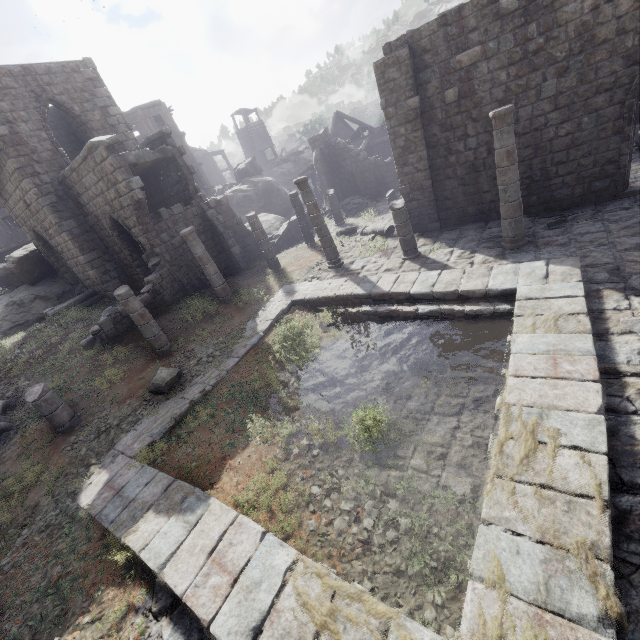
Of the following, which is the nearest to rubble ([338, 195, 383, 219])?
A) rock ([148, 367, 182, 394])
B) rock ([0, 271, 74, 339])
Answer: rock ([148, 367, 182, 394])

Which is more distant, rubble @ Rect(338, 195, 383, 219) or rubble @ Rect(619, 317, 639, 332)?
rubble @ Rect(338, 195, 383, 219)

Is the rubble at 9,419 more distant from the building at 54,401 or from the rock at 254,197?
the rock at 254,197

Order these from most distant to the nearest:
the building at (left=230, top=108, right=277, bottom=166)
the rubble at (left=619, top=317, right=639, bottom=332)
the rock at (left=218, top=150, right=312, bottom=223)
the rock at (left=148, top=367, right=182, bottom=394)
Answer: the building at (left=230, top=108, right=277, bottom=166), the rock at (left=218, top=150, right=312, bottom=223), the rock at (left=148, top=367, right=182, bottom=394), the rubble at (left=619, top=317, right=639, bottom=332)

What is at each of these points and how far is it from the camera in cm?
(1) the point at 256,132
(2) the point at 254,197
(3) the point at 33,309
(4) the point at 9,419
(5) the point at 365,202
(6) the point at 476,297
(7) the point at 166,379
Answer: (1) building, 5009
(2) rock, 2802
(3) rock, 1847
(4) rubble, 1019
(5) rubble, 2261
(6) building, 852
(7) rock, 961

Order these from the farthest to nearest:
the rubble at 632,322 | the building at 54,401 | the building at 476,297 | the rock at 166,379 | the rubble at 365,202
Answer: the rubble at 365,202 → the rock at 166,379 → the building at 54,401 → the rubble at 632,322 → the building at 476,297

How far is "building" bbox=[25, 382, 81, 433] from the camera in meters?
8.8 m

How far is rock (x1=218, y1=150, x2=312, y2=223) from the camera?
28.0 meters
